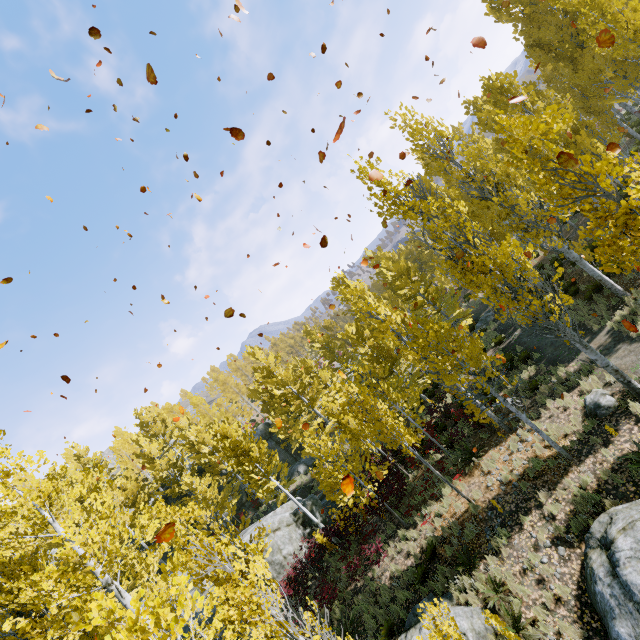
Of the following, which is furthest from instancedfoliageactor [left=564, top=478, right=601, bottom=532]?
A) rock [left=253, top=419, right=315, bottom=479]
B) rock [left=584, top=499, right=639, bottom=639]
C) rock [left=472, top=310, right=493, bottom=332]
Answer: rock [left=584, top=499, right=639, bottom=639]

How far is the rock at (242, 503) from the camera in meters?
29.5 m

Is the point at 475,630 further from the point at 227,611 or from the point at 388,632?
the point at 227,611

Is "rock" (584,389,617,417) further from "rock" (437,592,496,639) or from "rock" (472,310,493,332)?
"rock" (472,310,493,332)

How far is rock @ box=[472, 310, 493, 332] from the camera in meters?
24.7 m

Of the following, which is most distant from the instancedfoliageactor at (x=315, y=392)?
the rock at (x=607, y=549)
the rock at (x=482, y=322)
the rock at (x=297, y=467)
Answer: the rock at (x=607, y=549)

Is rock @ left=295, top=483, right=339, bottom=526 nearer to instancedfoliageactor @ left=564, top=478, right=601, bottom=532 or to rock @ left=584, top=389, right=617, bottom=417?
instancedfoliageactor @ left=564, top=478, right=601, bottom=532

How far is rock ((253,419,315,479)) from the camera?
30.0m
